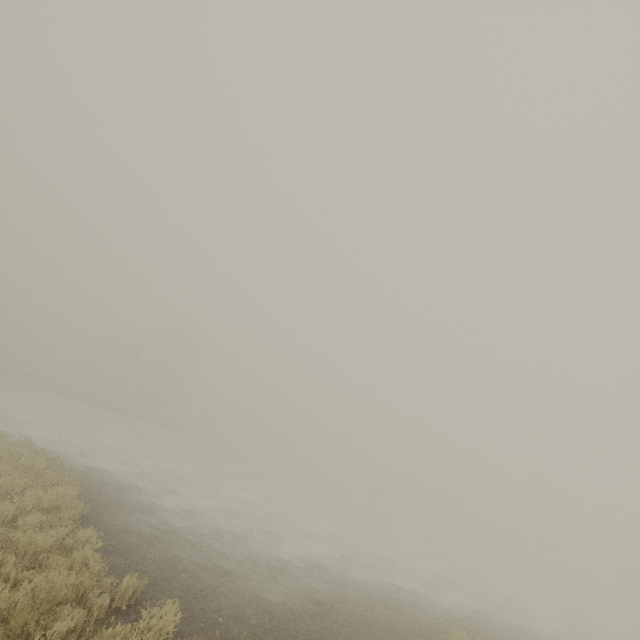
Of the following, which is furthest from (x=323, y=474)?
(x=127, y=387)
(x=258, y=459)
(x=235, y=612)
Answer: (x=235, y=612)
